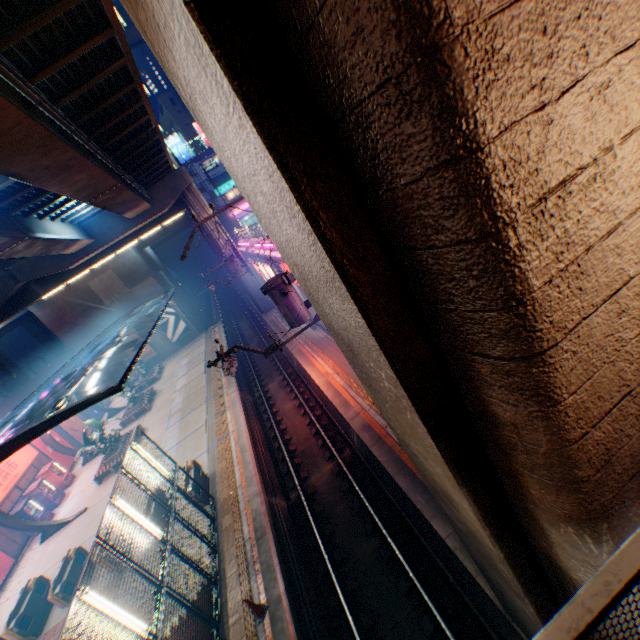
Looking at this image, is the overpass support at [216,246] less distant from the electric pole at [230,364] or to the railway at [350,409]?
the railway at [350,409]

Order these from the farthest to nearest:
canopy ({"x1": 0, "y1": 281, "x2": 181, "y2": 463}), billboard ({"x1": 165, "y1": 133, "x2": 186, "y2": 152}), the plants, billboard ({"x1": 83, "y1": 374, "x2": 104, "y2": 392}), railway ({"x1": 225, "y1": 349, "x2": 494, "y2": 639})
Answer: billboard ({"x1": 165, "y1": 133, "x2": 186, "y2": 152})
billboard ({"x1": 83, "y1": 374, "x2": 104, "y2": 392})
the plants
canopy ({"x1": 0, "y1": 281, "x2": 181, "y2": 463})
railway ({"x1": 225, "y1": 349, "x2": 494, "y2": 639})

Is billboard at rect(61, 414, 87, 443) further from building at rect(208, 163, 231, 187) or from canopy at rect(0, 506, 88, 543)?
building at rect(208, 163, 231, 187)

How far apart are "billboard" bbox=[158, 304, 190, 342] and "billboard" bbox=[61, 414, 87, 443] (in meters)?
12.09

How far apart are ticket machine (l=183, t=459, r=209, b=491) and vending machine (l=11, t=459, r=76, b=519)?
13.88m

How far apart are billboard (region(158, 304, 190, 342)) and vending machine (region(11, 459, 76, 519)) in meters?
19.4

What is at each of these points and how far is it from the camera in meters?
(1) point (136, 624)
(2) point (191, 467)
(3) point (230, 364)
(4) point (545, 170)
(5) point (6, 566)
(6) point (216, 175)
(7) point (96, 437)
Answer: (1) street lamp, 7.0
(2) ticket machine, 14.9
(3) electric pole, 9.6
(4) overpass support, 1.5
(5) billboard, 17.5
(6) building, 58.1
(7) plants, 21.3

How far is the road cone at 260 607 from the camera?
8.95m
